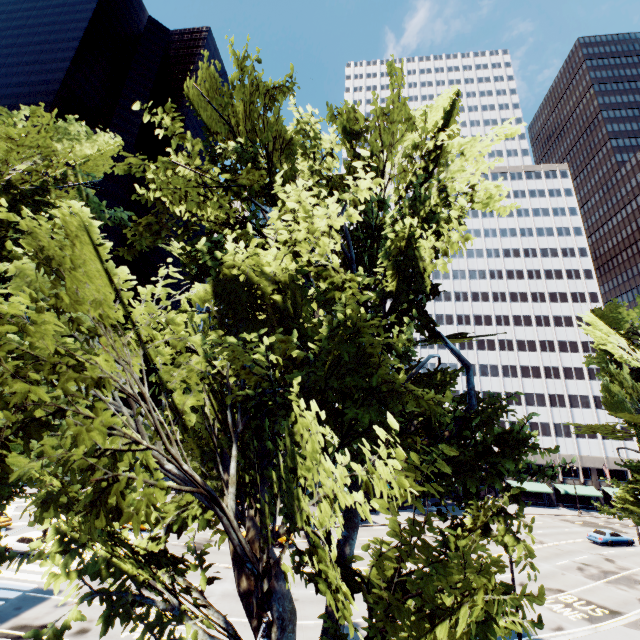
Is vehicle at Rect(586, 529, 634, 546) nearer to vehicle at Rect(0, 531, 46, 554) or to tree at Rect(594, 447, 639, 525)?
tree at Rect(594, 447, 639, 525)

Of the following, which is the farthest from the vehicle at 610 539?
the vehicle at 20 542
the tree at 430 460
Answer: the vehicle at 20 542

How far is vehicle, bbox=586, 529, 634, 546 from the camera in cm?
3700

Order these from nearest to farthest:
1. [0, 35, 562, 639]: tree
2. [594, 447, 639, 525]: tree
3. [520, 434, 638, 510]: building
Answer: [0, 35, 562, 639]: tree, [594, 447, 639, 525]: tree, [520, 434, 638, 510]: building

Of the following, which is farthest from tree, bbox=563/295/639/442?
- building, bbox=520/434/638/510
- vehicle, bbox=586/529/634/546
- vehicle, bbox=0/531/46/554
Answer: vehicle, bbox=586/529/634/546

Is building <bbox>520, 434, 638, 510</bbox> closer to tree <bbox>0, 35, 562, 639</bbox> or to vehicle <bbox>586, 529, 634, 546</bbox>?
tree <bbox>0, 35, 562, 639</bbox>

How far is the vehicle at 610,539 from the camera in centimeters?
3700cm

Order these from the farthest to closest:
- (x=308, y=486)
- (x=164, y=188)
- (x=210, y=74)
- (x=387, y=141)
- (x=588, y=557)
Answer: (x=588, y=557), (x=387, y=141), (x=210, y=74), (x=164, y=188), (x=308, y=486)
